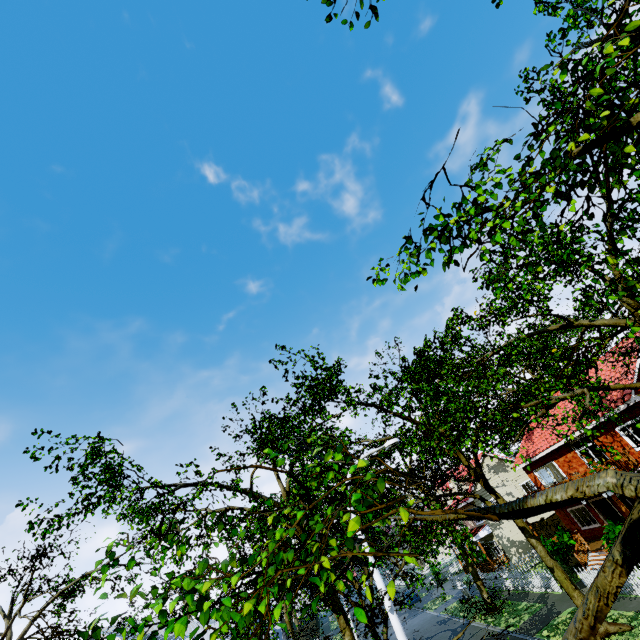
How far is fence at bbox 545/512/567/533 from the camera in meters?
29.0

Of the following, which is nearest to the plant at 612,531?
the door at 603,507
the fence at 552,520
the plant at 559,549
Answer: the fence at 552,520

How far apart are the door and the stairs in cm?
205

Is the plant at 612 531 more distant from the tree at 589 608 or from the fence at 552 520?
the tree at 589 608

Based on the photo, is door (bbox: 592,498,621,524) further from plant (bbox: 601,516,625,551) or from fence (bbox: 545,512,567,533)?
fence (bbox: 545,512,567,533)

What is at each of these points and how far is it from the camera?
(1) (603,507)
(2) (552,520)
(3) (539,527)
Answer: (1) door, 21.89m
(2) fence, 29.39m
(3) fence, 30.17m

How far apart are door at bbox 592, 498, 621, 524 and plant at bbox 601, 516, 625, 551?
4.2m

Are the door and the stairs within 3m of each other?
yes
